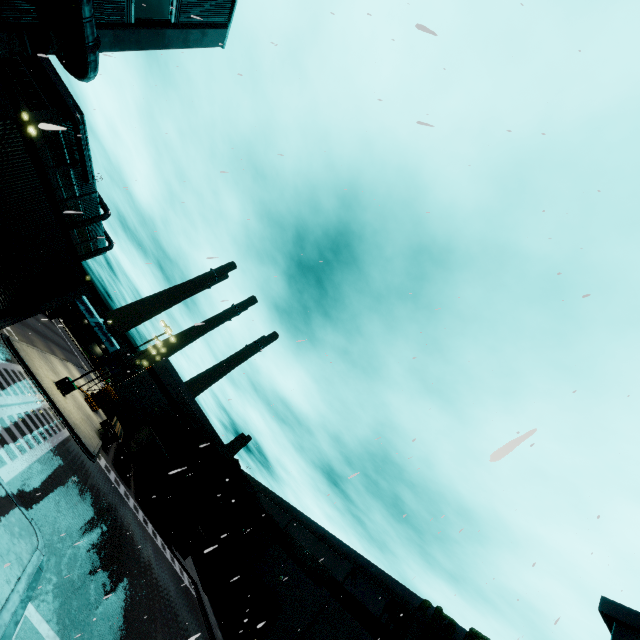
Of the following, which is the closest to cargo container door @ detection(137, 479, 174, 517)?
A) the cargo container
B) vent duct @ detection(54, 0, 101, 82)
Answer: the cargo container

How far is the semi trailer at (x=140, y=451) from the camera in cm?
3086

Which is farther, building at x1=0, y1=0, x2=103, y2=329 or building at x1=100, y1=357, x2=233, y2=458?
building at x1=100, y1=357, x2=233, y2=458

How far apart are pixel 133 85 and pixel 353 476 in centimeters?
1279cm

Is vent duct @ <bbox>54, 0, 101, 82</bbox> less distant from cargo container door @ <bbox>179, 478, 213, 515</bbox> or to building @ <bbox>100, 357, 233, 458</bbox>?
building @ <bbox>100, 357, 233, 458</bbox>

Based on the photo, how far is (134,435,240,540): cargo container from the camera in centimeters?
3094cm

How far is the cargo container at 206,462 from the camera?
30.9m

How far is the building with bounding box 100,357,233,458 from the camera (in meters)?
47.03
